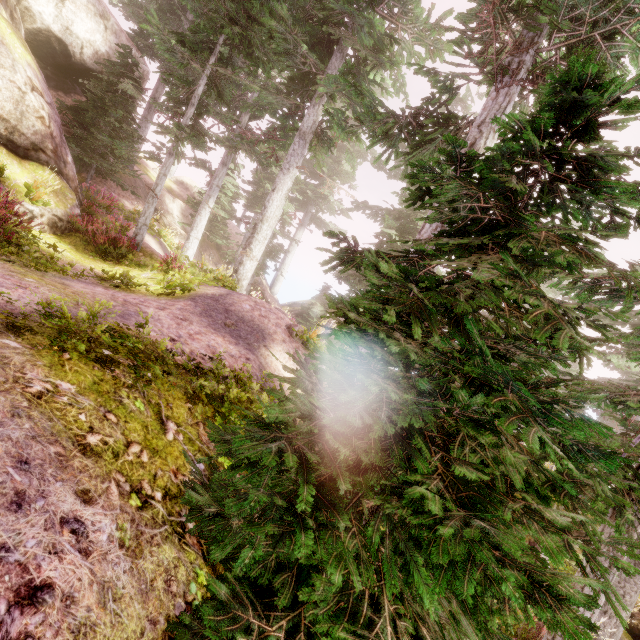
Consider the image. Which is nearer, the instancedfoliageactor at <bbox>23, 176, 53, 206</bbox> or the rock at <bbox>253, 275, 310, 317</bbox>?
the instancedfoliageactor at <bbox>23, 176, 53, 206</bbox>

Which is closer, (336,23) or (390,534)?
(390,534)

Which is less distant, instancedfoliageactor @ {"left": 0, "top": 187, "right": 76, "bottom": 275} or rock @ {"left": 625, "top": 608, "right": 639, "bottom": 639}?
instancedfoliageactor @ {"left": 0, "top": 187, "right": 76, "bottom": 275}

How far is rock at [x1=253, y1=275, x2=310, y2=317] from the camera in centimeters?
2812cm

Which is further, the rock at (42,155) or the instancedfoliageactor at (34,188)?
the rock at (42,155)

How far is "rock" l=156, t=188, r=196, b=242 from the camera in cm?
2089

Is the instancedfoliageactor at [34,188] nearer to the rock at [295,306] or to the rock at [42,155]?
the rock at [42,155]

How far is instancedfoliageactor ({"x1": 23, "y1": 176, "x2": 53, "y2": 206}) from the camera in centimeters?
851cm
